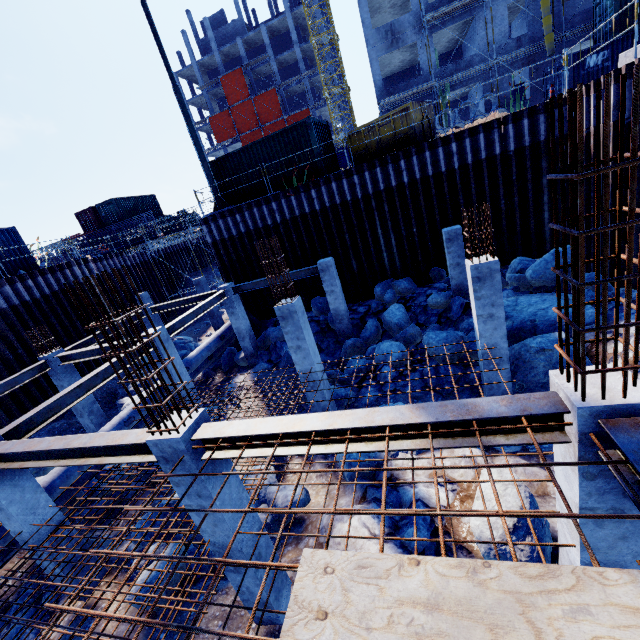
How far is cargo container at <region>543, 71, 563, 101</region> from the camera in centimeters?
1925cm

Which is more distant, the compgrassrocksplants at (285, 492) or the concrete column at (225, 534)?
the compgrassrocksplants at (285, 492)

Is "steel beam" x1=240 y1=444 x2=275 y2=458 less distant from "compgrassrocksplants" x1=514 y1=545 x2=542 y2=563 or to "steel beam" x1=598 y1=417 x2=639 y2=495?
"steel beam" x1=598 y1=417 x2=639 y2=495

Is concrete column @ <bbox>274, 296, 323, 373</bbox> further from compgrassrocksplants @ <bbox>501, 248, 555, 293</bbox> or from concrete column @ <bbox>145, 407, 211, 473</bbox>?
compgrassrocksplants @ <bbox>501, 248, 555, 293</bbox>

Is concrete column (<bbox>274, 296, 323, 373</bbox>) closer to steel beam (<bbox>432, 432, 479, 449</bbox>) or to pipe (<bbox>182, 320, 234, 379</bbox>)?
steel beam (<bbox>432, 432, 479, 449</bbox>)

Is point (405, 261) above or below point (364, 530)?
above

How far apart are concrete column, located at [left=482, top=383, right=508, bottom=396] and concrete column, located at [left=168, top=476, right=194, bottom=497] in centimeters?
620cm

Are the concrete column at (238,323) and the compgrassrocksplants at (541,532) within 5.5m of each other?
no
